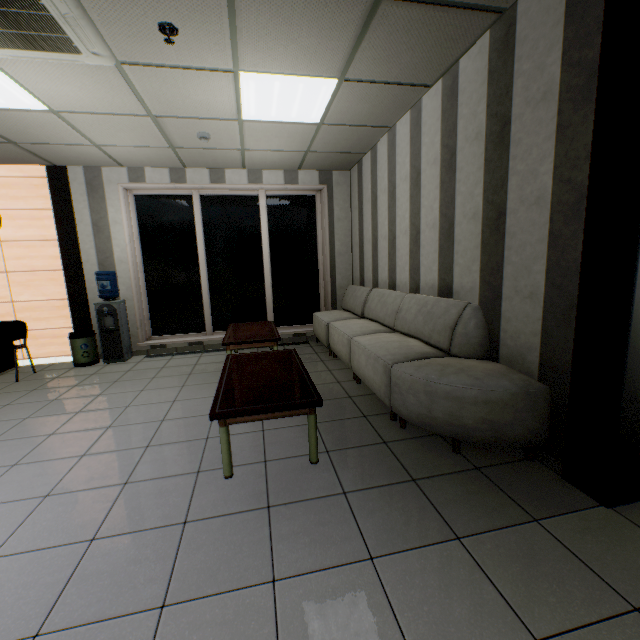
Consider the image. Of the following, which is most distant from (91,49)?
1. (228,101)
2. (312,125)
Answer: (312,125)

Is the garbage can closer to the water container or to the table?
the water container

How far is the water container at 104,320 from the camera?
5.29m

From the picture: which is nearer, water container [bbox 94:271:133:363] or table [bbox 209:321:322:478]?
table [bbox 209:321:322:478]

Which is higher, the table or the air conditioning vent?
the air conditioning vent

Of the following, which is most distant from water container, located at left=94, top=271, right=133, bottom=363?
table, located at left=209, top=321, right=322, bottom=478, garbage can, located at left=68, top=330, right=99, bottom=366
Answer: table, located at left=209, top=321, right=322, bottom=478

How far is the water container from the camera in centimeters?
529cm

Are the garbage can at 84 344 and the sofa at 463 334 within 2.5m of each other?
no
